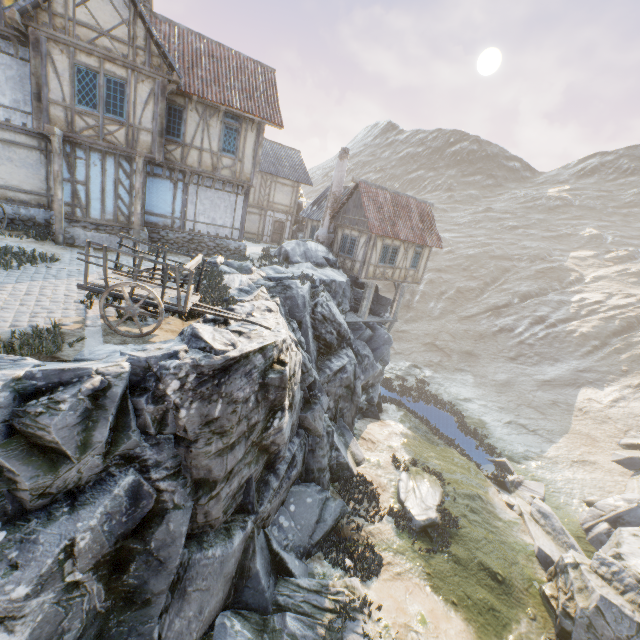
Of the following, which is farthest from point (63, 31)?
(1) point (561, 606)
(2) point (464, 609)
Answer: (1) point (561, 606)

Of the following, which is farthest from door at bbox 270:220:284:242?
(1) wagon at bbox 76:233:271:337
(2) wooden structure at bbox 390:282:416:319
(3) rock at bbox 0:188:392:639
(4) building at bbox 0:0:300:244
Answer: (1) wagon at bbox 76:233:271:337

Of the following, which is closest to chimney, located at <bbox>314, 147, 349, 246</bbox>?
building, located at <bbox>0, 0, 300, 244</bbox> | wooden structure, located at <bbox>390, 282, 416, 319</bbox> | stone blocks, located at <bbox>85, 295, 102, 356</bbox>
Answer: wooden structure, located at <bbox>390, 282, 416, 319</bbox>

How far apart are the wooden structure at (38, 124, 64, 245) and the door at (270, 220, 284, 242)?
18.2 meters

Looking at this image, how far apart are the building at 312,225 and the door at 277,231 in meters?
2.9 m

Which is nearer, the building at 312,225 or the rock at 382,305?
the rock at 382,305

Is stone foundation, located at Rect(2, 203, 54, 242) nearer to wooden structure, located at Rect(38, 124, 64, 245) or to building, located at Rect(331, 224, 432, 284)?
wooden structure, located at Rect(38, 124, 64, 245)

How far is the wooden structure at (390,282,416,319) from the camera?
24.39m
